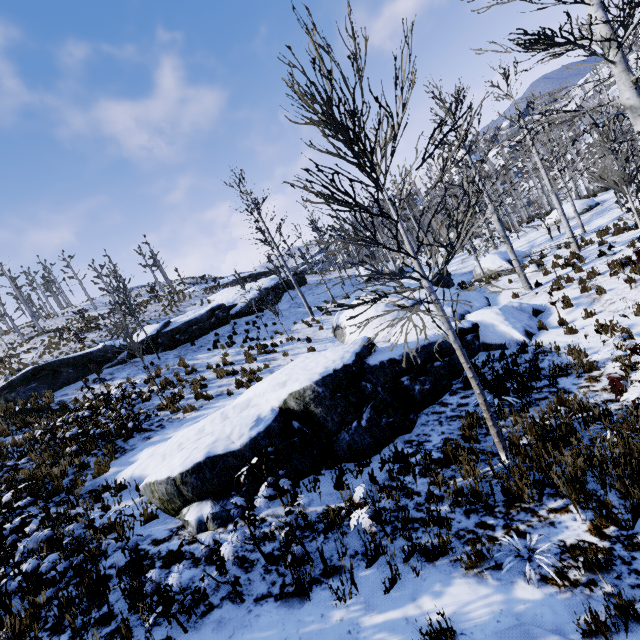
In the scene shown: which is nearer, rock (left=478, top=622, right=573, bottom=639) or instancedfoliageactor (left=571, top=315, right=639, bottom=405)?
rock (left=478, top=622, right=573, bottom=639)

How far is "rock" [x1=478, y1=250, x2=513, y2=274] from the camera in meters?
18.4 m

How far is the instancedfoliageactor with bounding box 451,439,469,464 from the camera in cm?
504

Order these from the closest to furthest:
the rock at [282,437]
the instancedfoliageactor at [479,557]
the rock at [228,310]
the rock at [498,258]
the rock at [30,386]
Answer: the instancedfoliageactor at [479,557]
the rock at [282,437]
the rock at [30,386]
the rock at [498,258]
the rock at [228,310]

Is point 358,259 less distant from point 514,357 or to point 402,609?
point 514,357

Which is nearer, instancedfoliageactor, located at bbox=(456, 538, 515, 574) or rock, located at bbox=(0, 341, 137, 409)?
instancedfoliageactor, located at bbox=(456, 538, 515, 574)

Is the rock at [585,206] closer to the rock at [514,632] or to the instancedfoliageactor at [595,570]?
the instancedfoliageactor at [595,570]
